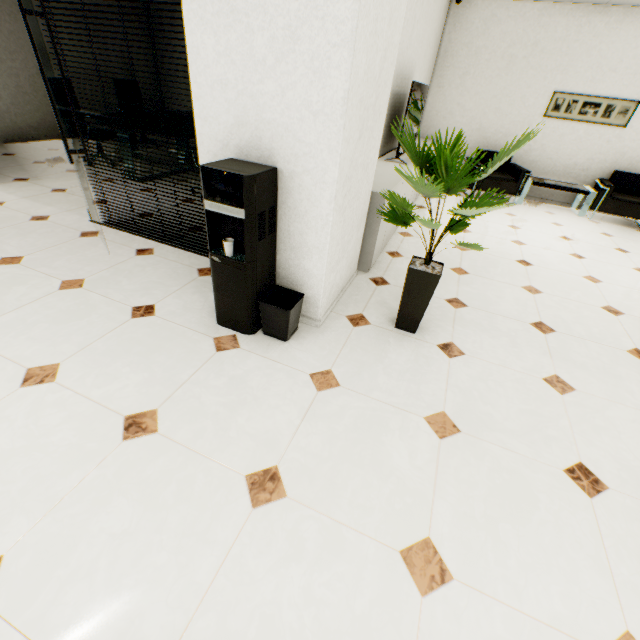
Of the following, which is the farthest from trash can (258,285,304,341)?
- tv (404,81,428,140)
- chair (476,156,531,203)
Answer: chair (476,156,531,203)

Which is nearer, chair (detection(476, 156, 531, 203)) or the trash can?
the trash can

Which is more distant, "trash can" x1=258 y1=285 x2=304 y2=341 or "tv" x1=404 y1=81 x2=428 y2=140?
"tv" x1=404 y1=81 x2=428 y2=140

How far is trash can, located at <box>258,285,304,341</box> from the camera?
2.2m

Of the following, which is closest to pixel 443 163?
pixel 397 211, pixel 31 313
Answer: pixel 397 211

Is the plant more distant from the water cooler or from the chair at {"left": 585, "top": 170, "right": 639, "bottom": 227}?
the chair at {"left": 585, "top": 170, "right": 639, "bottom": 227}

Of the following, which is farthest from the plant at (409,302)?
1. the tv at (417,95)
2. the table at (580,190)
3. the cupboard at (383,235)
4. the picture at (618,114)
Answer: the picture at (618,114)

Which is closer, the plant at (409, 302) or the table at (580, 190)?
the plant at (409, 302)
